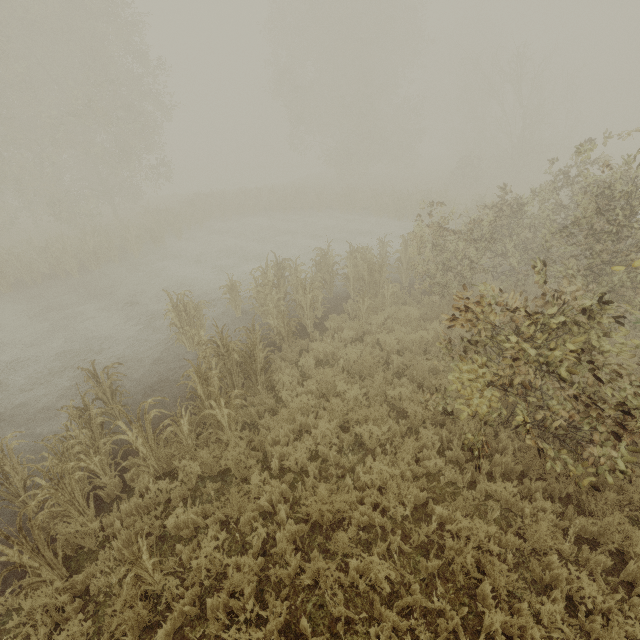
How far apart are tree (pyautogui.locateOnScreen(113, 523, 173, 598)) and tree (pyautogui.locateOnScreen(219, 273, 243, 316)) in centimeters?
756cm

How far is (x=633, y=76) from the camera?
59.9 meters

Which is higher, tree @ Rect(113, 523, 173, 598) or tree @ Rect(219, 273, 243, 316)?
tree @ Rect(219, 273, 243, 316)

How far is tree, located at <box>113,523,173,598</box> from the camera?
3.86m

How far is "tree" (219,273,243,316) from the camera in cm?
1077

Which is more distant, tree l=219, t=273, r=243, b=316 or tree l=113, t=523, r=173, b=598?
tree l=219, t=273, r=243, b=316

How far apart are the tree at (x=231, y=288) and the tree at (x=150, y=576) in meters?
7.6

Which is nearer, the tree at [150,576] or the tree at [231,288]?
the tree at [150,576]
